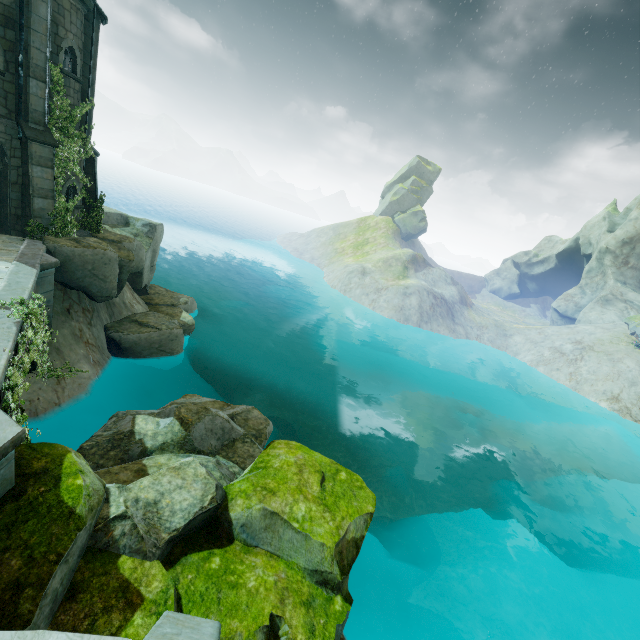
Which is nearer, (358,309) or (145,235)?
(145,235)

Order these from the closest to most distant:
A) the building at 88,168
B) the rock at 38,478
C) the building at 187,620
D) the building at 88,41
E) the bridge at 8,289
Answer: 1. the building at 187,620
2. the rock at 38,478
3. the bridge at 8,289
4. the building at 88,41
5. the building at 88,168

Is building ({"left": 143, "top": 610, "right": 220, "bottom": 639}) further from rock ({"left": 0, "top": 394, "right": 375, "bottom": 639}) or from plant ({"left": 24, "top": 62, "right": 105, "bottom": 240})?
plant ({"left": 24, "top": 62, "right": 105, "bottom": 240})

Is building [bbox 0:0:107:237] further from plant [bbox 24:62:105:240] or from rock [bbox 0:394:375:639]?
rock [bbox 0:394:375:639]

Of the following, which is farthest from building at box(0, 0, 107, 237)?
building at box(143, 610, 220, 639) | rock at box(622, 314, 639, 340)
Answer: rock at box(622, 314, 639, 340)

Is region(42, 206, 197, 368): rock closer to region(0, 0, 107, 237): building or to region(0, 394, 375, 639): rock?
region(0, 0, 107, 237): building

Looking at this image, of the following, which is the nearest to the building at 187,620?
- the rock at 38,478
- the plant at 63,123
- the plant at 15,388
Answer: the rock at 38,478

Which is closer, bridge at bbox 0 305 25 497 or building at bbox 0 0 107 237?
bridge at bbox 0 305 25 497
